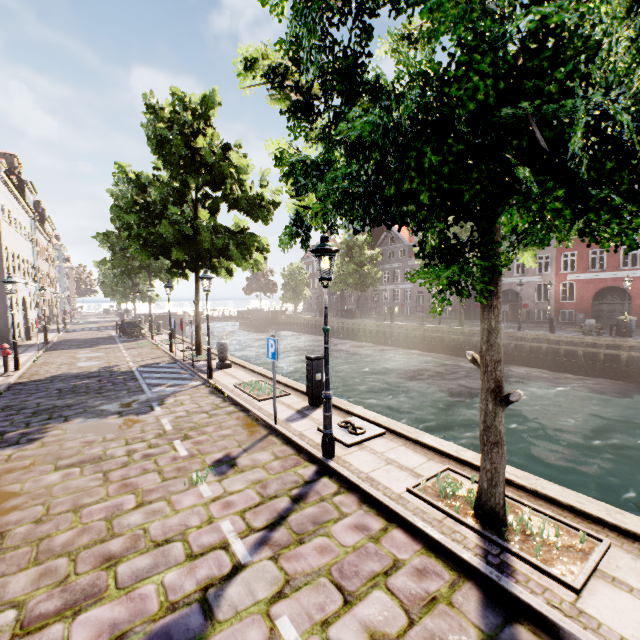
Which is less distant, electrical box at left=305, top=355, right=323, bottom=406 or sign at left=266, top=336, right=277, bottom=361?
sign at left=266, top=336, right=277, bottom=361

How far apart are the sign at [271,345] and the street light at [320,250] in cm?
154

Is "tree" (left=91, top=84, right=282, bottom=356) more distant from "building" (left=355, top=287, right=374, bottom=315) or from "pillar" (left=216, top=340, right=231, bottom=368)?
"building" (left=355, top=287, right=374, bottom=315)

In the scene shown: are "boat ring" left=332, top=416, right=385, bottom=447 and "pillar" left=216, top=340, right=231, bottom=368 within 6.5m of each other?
no

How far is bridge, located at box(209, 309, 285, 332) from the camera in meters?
47.9

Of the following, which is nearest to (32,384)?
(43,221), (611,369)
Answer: (611,369)

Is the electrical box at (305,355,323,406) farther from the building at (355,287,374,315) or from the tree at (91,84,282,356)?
the building at (355,287,374,315)

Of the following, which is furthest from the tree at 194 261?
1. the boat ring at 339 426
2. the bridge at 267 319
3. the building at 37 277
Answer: the building at 37 277
